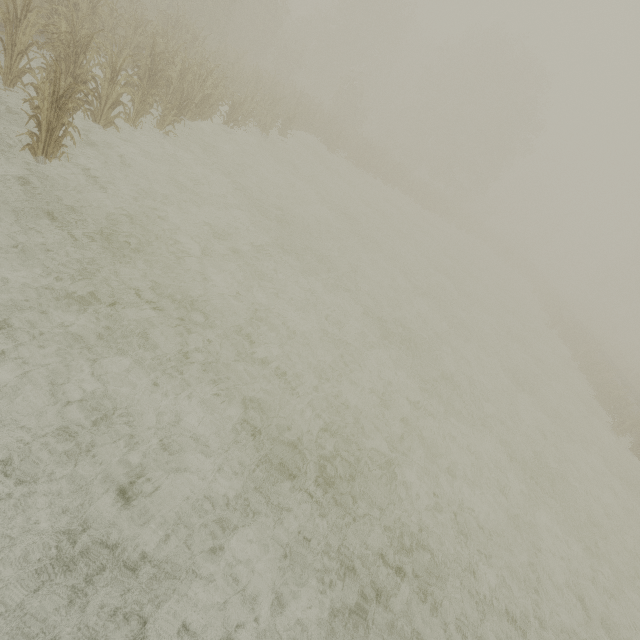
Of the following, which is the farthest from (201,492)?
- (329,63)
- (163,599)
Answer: (329,63)
